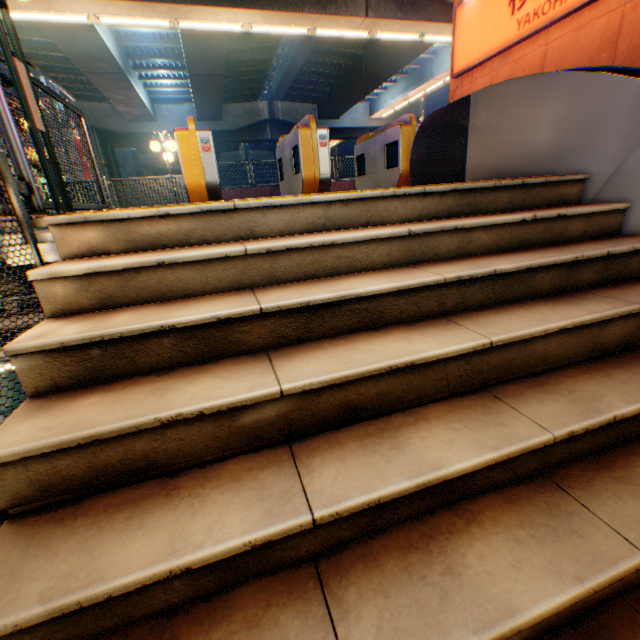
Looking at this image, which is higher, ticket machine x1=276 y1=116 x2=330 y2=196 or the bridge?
ticket machine x1=276 y1=116 x2=330 y2=196

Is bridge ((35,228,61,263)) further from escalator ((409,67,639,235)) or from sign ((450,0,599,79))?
sign ((450,0,599,79))

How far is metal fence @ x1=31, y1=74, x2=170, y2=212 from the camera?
3.33m

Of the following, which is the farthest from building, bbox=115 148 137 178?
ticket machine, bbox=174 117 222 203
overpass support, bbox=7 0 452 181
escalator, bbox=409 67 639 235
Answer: escalator, bbox=409 67 639 235

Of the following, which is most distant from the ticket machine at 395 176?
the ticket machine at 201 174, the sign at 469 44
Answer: the sign at 469 44

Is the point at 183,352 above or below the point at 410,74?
below

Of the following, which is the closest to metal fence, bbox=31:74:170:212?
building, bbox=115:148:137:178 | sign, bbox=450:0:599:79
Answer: sign, bbox=450:0:599:79

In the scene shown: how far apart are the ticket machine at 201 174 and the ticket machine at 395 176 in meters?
2.9 m
